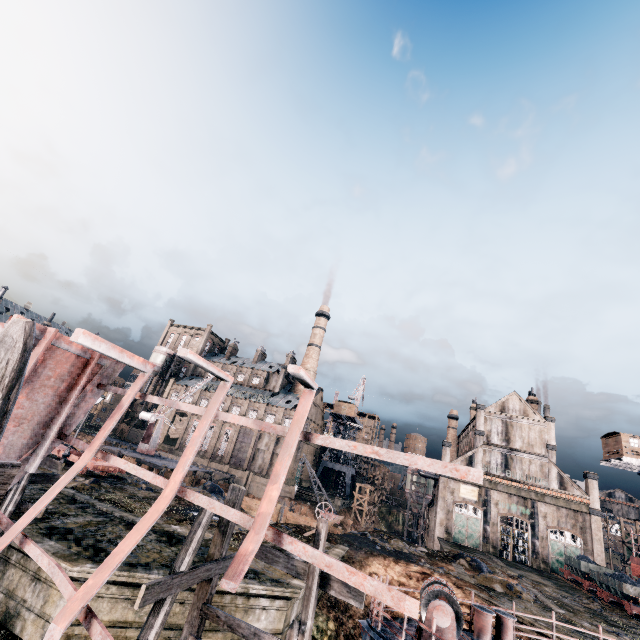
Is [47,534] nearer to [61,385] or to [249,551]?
[61,385]

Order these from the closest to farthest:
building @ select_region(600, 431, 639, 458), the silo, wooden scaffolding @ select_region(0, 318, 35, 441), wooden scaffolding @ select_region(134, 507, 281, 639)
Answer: wooden scaffolding @ select_region(0, 318, 35, 441), wooden scaffolding @ select_region(134, 507, 281, 639), building @ select_region(600, 431, 639, 458), the silo

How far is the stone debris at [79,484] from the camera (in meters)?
19.80

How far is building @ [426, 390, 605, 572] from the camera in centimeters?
4350cm

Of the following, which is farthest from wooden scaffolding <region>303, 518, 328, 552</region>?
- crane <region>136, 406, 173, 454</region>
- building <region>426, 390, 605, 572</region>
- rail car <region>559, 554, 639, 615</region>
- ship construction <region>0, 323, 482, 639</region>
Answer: building <region>426, 390, 605, 572</region>

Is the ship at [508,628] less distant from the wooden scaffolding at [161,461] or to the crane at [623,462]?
the wooden scaffolding at [161,461]

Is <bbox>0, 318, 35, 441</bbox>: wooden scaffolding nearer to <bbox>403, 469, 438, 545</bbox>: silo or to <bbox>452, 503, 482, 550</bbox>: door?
<bbox>452, 503, 482, 550</bbox>: door

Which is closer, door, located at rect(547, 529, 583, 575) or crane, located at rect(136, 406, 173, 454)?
crane, located at rect(136, 406, 173, 454)
